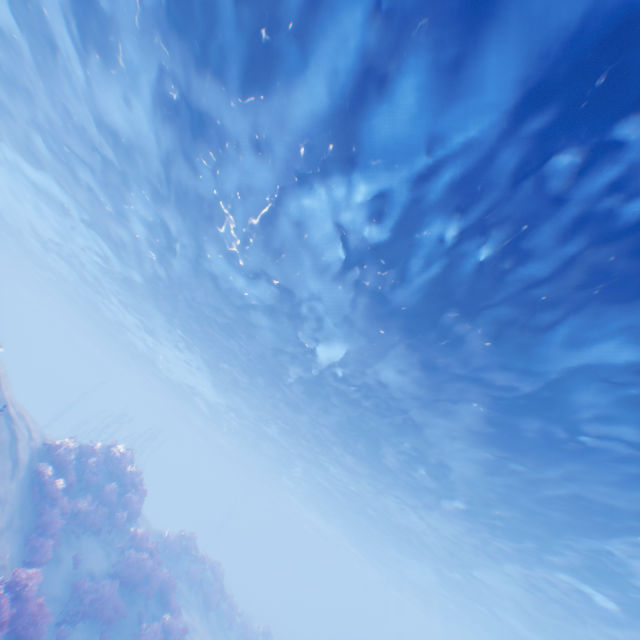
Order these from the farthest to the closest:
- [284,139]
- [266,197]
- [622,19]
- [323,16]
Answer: [266,197], [284,139], [323,16], [622,19]
